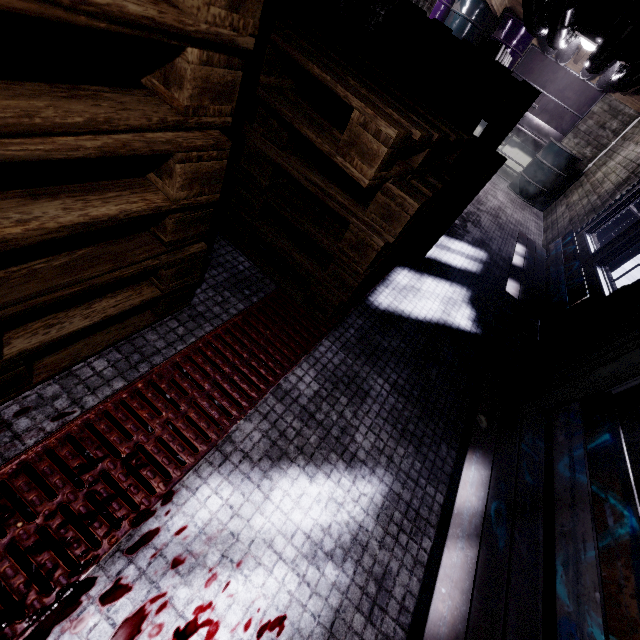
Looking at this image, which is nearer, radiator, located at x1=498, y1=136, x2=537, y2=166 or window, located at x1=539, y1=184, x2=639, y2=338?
window, located at x1=539, y1=184, x2=639, y2=338

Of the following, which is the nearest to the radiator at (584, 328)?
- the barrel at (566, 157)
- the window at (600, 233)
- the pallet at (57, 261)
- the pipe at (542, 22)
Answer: the window at (600, 233)

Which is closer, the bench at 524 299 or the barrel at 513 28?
the bench at 524 299

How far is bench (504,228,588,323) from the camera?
2.67m

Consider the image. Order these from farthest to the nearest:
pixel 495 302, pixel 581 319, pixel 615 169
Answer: pixel 615 169
pixel 495 302
pixel 581 319

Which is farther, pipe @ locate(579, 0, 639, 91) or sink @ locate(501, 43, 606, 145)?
sink @ locate(501, 43, 606, 145)

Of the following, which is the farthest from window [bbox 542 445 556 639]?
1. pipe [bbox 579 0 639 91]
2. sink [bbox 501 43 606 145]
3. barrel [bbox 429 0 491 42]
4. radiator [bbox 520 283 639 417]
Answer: barrel [bbox 429 0 491 42]

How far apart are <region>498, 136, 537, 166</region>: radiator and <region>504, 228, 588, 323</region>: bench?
4.2m
